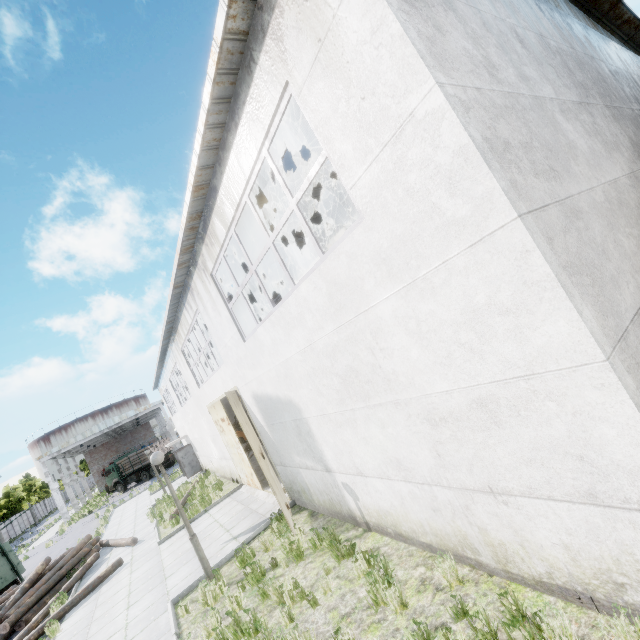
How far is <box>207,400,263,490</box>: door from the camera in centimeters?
1257cm

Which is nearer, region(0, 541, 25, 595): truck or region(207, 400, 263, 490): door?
region(207, 400, 263, 490): door

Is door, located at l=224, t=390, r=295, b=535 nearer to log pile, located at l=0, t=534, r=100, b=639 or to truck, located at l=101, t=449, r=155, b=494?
log pile, located at l=0, t=534, r=100, b=639

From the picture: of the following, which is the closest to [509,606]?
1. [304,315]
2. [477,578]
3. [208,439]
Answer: [477,578]

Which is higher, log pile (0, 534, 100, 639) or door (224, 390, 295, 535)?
door (224, 390, 295, 535)

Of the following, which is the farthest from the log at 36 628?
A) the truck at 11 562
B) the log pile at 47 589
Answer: the truck at 11 562

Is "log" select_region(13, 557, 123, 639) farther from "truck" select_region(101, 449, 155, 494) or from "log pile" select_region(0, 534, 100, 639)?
"truck" select_region(101, 449, 155, 494)

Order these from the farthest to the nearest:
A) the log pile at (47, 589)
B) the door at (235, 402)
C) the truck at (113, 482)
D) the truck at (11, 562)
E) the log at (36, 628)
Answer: the truck at (113, 482) < the truck at (11, 562) < the log pile at (47, 589) < the log at (36, 628) < the door at (235, 402)
